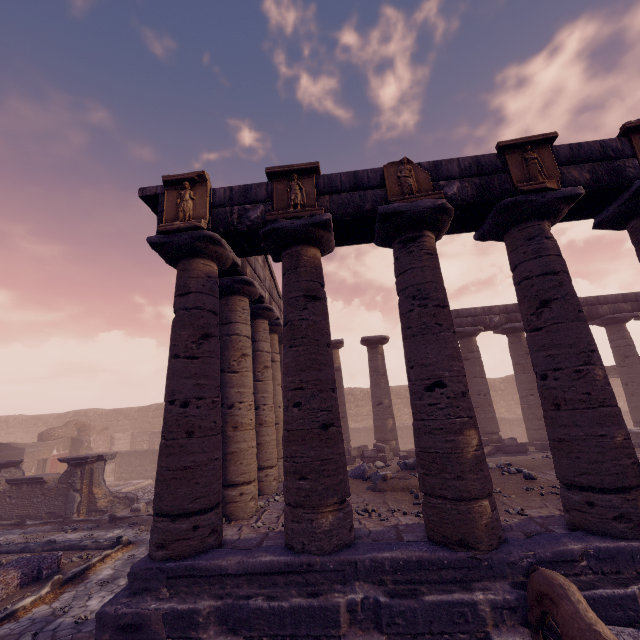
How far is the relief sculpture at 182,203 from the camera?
6.03m

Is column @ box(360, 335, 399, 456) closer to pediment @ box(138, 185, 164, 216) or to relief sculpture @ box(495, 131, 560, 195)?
pediment @ box(138, 185, 164, 216)

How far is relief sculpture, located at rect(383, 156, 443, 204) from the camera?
5.8m

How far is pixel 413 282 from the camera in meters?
5.7 m

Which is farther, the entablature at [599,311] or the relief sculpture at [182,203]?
the entablature at [599,311]

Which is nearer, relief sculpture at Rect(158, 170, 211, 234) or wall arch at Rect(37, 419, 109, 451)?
relief sculpture at Rect(158, 170, 211, 234)

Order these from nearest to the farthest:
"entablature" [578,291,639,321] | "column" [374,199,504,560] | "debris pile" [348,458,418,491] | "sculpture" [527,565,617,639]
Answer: "sculpture" [527,565,617,639]
"column" [374,199,504,560]
"debris pile" [348,458,418,491]
"entablature" [578,291,639,321]

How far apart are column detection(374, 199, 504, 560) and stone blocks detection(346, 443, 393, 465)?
7.1m
